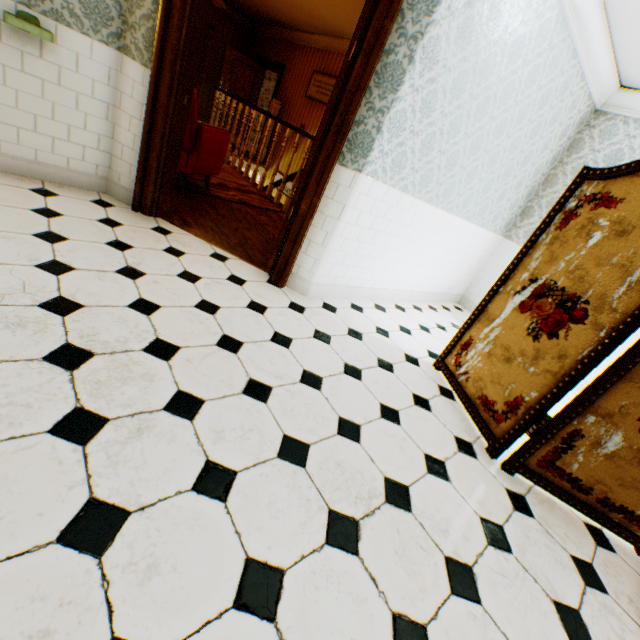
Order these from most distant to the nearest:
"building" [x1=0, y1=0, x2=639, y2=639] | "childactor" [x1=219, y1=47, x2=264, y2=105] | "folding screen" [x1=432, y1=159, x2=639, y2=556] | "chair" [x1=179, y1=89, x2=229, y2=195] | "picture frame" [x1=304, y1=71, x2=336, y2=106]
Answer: "childactor" [x1=219, y1=47, x2=264, y2=105] < "picture frame" [x1=304, y1=71, x2=336, y2=106] < "chair" [x1=179, y1=89, x2=229, y2=195] < "folding screen" [x1=432, y1=159, x2=639, y2=556] < "building" [x1=0, y1=0, x2=639, y2=639]

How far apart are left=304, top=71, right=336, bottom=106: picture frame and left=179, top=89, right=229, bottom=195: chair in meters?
3.7

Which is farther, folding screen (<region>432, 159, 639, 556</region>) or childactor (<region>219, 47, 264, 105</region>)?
childactor (<region>219, 47, 264, 105</region>)

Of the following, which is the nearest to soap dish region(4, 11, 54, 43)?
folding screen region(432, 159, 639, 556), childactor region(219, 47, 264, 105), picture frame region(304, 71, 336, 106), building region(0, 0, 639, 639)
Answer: Answer: building region(0, 0, 639, 639)

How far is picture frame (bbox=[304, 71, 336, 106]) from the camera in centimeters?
733cm

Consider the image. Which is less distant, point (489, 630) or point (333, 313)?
point (489, 630)

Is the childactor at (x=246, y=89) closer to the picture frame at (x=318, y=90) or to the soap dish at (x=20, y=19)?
the picture frame at (x=318, y=90)

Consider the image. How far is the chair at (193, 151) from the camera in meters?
3.6
